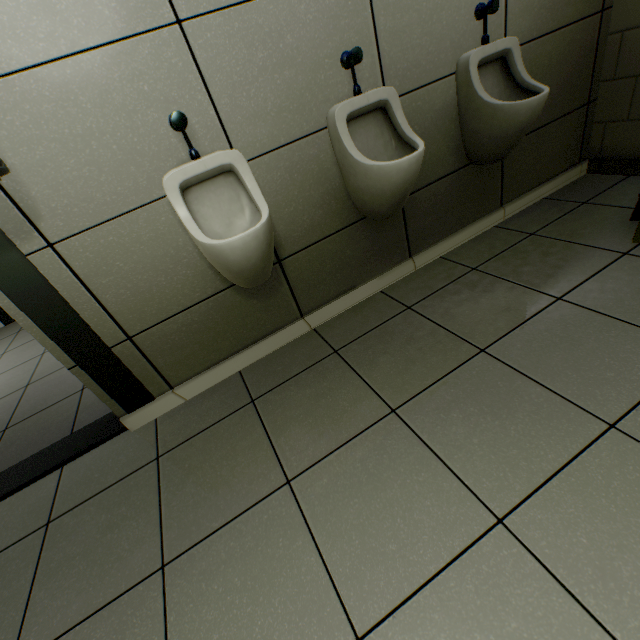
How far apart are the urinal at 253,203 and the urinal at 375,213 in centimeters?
46cm

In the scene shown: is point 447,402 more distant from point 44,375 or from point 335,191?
point 44,375

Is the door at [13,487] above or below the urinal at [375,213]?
below

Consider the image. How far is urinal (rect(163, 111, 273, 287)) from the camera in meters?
1.2 m

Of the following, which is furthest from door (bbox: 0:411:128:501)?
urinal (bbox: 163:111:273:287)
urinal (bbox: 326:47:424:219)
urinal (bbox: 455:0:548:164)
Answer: urinal (bbox: 455:0:548:164)

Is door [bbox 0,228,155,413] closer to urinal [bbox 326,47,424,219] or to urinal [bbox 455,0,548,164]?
urinal [bbox 326,47,424,219]

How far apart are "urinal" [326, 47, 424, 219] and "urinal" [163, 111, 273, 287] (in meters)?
0.46

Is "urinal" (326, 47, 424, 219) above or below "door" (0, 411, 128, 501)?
above
